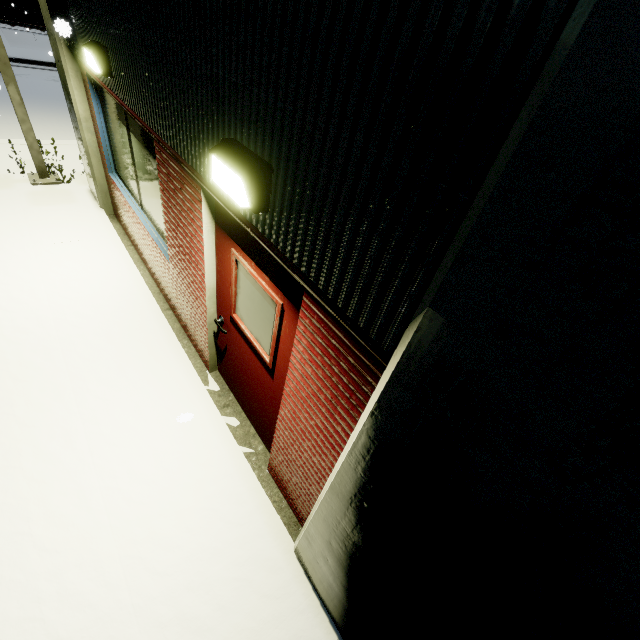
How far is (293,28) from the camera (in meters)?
1.37

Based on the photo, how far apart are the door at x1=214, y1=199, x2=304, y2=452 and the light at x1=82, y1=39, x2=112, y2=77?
2.5m

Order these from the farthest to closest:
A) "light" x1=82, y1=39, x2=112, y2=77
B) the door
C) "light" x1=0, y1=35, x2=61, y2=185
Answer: "light" x1=0, y1=35, x2=61, y2=185 → "light" x1=82, y1=39, x2=112, y2=77 → the door

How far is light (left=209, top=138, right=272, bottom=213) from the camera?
1.77m

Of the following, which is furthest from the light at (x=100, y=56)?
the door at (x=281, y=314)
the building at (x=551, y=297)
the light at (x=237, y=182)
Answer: the light at (x=237, y=182)

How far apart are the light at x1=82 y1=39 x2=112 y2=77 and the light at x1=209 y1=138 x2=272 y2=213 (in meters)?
3.08

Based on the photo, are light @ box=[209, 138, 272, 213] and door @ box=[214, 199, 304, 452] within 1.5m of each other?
yes

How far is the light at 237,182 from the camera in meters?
1.8 m
